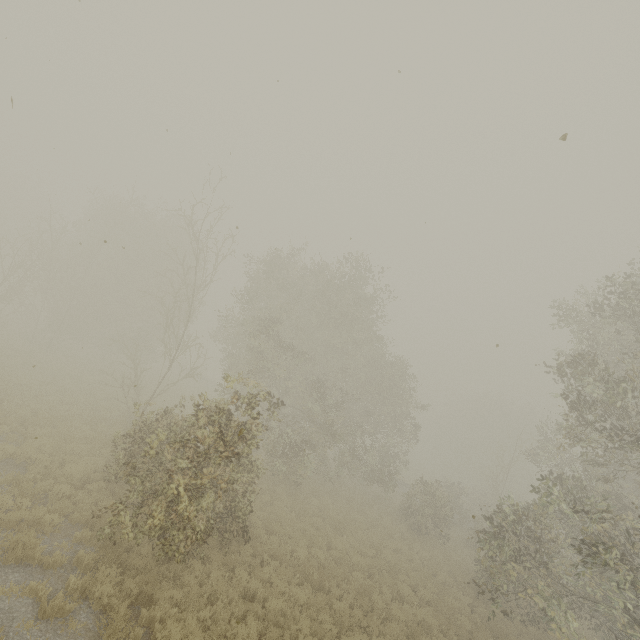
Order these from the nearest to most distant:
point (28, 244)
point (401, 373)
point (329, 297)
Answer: point (329, 297), point (401, 373), point (28, 244)

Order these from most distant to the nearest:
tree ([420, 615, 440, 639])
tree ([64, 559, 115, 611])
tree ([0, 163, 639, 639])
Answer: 1. tree ([420, 615, 440, 639])
2. tree ([0, 163, 639, 639])
3. tree ([64, 559, 115, 611])

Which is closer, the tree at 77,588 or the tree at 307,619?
the tree at 77,588

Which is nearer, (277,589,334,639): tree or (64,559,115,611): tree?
(64,559,115,611): tree

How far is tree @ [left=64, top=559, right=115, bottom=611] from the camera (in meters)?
7.15

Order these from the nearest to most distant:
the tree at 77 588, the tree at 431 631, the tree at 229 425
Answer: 1. the tree at 77 588
2. the tree at 229 425
3. the tree at 431 631
